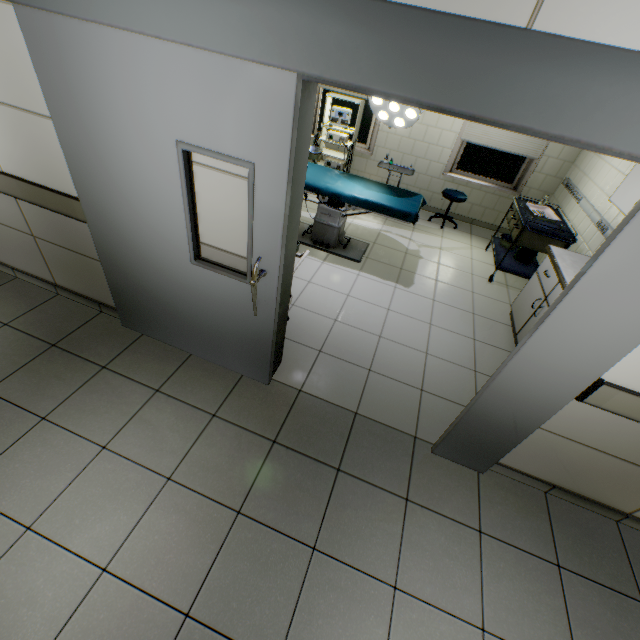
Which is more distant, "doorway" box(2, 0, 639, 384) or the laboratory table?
the laboratory table

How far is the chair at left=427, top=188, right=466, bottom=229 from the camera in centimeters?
541cm

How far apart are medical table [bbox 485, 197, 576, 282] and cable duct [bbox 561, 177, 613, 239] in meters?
0.2 m

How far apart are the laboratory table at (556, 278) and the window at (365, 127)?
3.9 meters

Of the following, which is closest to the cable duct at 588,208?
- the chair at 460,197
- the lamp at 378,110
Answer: the chair at 460,197

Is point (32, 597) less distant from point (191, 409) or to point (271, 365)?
point (191, 409)

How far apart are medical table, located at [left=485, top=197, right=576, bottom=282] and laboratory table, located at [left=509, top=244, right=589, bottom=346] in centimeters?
46cm

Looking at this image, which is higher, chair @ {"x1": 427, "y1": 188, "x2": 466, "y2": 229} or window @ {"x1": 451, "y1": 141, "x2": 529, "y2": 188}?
window @ {"x1": 451, "y1": 141, "x2": 529, "y2": 188}
